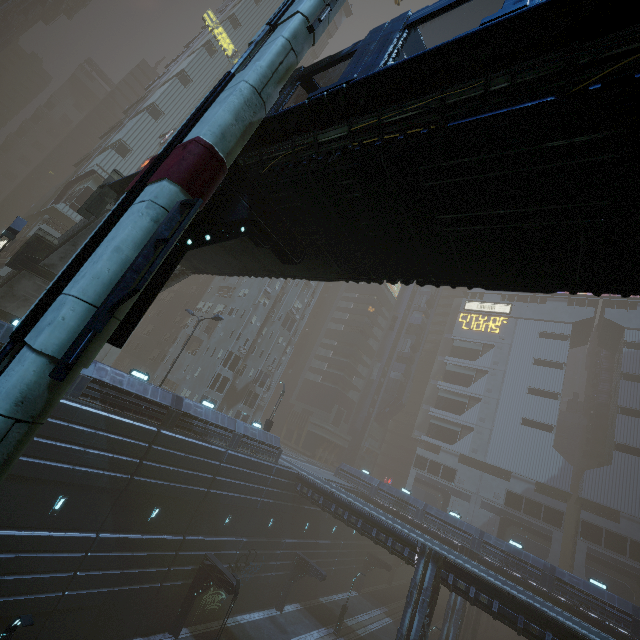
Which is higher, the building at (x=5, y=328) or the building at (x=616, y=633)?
the building at (x=5, y=328)

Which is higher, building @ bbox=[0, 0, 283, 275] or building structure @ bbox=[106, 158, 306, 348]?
building @ bbox=[0, 0, 283, 275]

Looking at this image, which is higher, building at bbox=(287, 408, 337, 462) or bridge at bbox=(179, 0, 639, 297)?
bridge at bbox=(179, 0, 639, 297)

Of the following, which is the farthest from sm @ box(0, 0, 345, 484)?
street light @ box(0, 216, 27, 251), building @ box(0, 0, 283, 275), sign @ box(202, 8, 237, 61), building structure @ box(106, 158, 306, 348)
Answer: sign @ box(202, 8, 237, 61)

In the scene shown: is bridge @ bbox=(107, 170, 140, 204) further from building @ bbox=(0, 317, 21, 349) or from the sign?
the sign

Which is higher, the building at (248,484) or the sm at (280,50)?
the sm at (280,50)

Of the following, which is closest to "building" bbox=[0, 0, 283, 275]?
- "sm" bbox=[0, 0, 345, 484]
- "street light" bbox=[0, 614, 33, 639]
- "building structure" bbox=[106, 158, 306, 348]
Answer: "sm" bbox=[0, 0, 345, 484]

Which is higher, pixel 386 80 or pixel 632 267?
pixel 386 80
